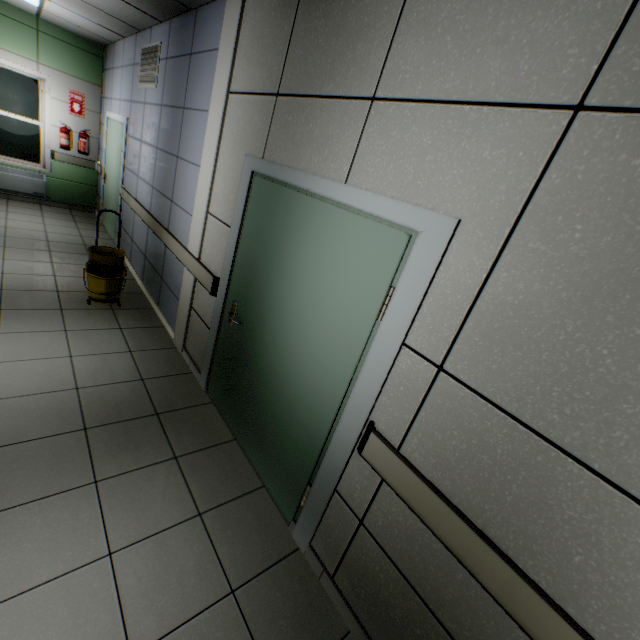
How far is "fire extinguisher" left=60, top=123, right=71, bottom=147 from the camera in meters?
6.4 m

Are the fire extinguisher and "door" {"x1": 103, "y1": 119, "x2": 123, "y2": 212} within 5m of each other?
yes

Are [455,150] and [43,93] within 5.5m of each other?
no

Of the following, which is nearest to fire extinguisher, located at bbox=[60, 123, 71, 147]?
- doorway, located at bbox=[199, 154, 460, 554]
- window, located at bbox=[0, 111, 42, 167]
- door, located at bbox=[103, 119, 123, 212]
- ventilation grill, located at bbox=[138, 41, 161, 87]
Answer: window, located at bbox=[0, 111, 42, 167]

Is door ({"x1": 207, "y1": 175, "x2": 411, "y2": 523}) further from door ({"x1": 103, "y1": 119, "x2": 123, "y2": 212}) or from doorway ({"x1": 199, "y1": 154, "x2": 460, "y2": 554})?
door ({"x1": 103, "y1": 119, "x2": 123, "y2": 212})

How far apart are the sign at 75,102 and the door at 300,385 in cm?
685

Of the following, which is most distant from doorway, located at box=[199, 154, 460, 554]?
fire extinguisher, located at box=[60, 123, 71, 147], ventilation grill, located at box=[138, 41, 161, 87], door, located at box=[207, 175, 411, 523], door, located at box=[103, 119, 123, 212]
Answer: fire extinguisher, located at box=[60, 123, 71, 147]

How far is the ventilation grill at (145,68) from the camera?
3.99m
